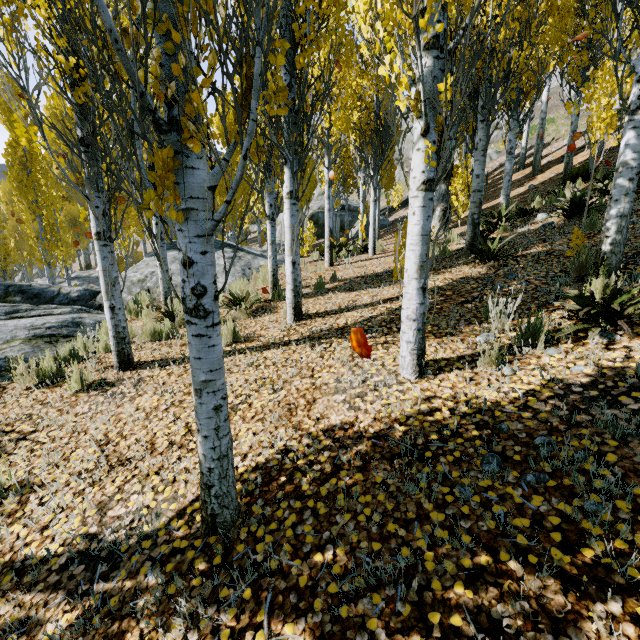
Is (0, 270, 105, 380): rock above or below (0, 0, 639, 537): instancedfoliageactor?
below

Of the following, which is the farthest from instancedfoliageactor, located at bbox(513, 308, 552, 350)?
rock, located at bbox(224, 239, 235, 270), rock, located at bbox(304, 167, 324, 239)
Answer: rock, located at bbox(304, 167, 324, 239)

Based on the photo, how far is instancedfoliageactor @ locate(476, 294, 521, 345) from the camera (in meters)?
3.63

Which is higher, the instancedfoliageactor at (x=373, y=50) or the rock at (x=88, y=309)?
the instancedfoliageactor at (x=373, y=50)

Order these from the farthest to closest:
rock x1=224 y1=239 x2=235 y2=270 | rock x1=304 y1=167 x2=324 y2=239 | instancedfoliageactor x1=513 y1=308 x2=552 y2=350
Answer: rock x1=304 y1=167 x2=324 y2=239 < rock x1=224 y1=239 x2=235 y2=270 < instancedfoliageactor x1=513 y1=308 x2=552 y2=350

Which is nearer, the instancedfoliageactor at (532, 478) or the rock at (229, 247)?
the instancedfoliageactor at (532, 478)

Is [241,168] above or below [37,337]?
above

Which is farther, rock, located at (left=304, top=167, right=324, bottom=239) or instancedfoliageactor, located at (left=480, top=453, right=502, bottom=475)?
rock, located at (left=304, top=167, right=324, bottom=239)
